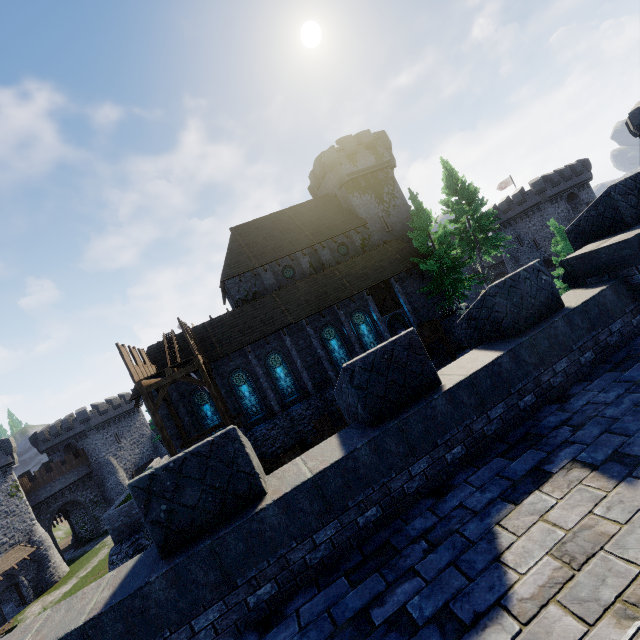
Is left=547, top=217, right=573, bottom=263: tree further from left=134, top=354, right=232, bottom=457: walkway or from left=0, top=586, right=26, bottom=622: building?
left=0, top=586, right=26, bottom=622: building

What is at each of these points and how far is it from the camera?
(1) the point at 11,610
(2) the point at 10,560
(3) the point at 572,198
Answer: (1) building, 34.16m
(2) awning, 33.41m
(3) building, 46.44m

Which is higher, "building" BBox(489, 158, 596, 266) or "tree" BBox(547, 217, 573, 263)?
"building" BBox(489, 158, 596, 266)

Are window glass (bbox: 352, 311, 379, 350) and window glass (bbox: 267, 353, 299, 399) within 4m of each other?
no

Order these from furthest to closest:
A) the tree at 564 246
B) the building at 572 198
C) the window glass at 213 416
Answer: the building at 572 198 → the tree at 564 246 → the window glass at 213 416

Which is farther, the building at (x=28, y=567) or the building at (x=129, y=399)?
the building at (x=129, y=399)

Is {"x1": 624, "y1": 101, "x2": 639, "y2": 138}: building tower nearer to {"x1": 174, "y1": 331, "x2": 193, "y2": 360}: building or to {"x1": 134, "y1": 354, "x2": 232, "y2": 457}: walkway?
{"x1": 174, "y1": 331, "x2": 193, "y2": 360}: building

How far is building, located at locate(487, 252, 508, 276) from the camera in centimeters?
5716cm
